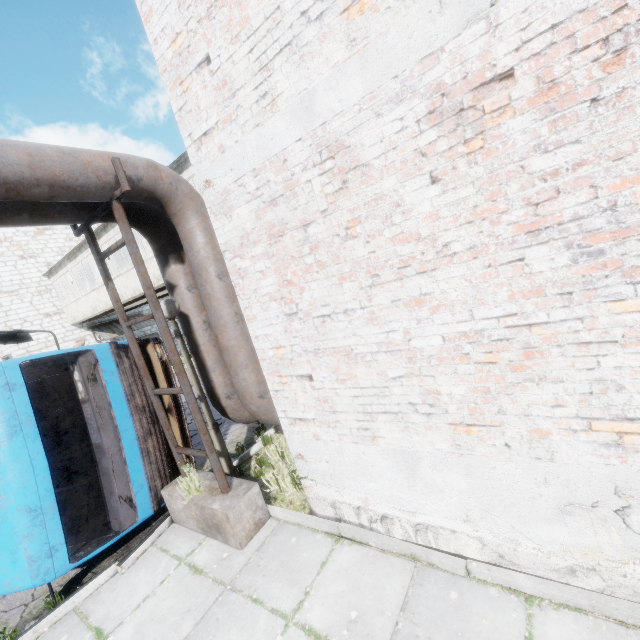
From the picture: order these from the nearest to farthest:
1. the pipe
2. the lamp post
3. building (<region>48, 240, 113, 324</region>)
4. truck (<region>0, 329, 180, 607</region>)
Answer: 1. the pipe
2. truck (<region>0, 329, 180, 607</region>)
3. the lamp post
4. building (<region>48, 240, 113, 324</region>)

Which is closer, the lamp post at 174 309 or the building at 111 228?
the lamp post at 174 309

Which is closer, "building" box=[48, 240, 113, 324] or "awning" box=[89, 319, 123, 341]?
"building" box=[48, 240, 113, 324]

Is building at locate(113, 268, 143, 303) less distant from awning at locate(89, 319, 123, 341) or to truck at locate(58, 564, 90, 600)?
awning at locate(89, 319, 123, 341)

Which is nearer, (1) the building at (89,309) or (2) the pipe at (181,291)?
(2) the pipe at (181,291)

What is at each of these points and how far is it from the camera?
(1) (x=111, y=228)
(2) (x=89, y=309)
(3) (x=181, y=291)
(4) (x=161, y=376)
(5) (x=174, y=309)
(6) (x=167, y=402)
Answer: (1) building, 12.9 meters
(2) building, 16.3 meters
(3) pipe, 5.3 meters
(4) truck, 6.1 meters
(5) lamp post, 4.9 meters
(6) truck, 6.1 meters

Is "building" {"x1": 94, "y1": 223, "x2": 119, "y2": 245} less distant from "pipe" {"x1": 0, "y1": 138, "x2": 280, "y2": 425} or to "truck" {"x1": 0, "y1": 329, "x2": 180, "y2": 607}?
"pipe" {"x1": 0, "y1": 138, "x2": 280, "y2": 425}

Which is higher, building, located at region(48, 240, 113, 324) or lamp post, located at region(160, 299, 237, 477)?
building, located at region(48, 240, 113, 324)
